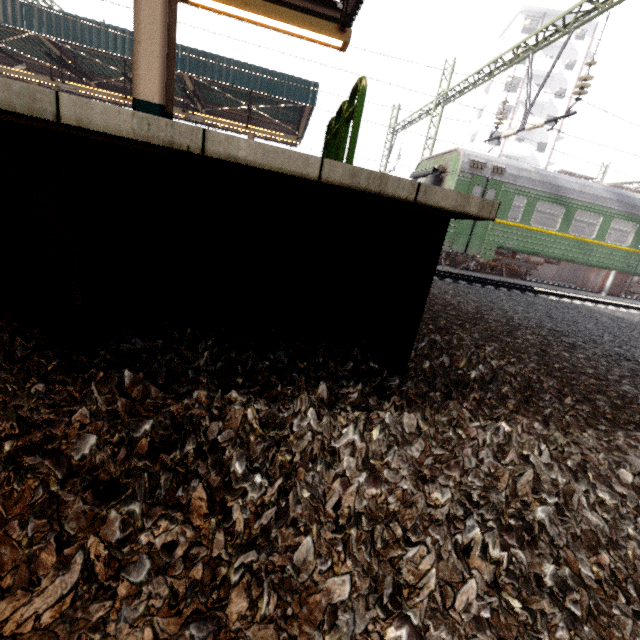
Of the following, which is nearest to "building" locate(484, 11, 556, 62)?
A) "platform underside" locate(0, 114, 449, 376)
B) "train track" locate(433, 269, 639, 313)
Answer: "train track" locate(433, 269, 639, 313)

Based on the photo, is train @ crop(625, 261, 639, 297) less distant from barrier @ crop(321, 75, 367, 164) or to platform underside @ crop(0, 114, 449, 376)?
platform underside @ crop(0, 114, 449, 376)

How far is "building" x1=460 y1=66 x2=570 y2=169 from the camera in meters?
39.8 m

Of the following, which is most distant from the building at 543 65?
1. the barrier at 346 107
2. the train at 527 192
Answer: the barrier at 346 107

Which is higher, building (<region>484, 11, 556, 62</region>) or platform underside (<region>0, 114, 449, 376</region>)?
building (<region>484, 11, 556, 62</region>)

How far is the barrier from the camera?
3.0m

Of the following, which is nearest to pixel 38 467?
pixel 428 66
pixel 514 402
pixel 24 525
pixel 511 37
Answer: pixel 24 525
